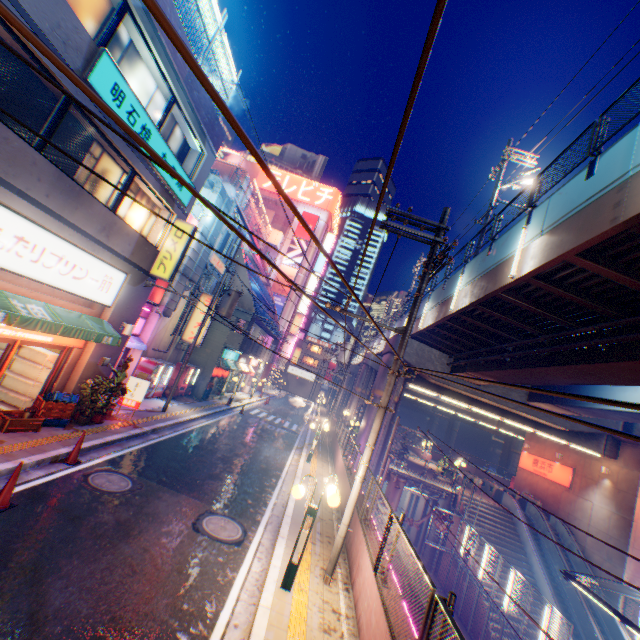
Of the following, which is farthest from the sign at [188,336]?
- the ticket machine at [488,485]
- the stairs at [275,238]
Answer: the ticket machine at [488,485]

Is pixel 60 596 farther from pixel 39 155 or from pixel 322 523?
pixel 39 155

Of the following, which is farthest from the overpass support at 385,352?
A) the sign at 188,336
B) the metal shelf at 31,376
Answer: the metal shelf at 31,376

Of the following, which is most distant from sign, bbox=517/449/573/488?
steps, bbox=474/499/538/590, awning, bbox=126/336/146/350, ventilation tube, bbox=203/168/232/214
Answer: awning, bbox=126/336/146/350

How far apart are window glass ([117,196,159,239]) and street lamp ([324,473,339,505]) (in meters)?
9.90

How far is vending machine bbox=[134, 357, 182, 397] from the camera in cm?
1720

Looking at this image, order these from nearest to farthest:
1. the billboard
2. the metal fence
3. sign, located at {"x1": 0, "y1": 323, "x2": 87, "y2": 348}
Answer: the metal fence
sign, located at {"x1": 0, "y1": 323, "x2": 87, "y2": 348}
the billboard

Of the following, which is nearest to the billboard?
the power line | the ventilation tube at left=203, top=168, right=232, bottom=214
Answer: the power line
